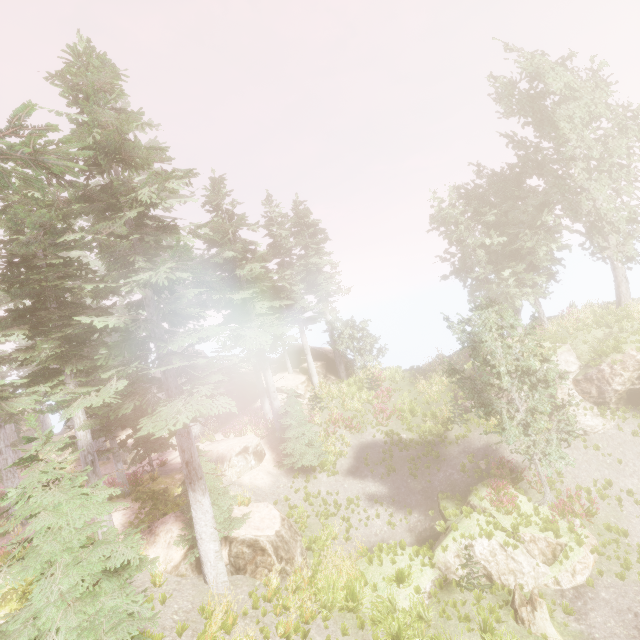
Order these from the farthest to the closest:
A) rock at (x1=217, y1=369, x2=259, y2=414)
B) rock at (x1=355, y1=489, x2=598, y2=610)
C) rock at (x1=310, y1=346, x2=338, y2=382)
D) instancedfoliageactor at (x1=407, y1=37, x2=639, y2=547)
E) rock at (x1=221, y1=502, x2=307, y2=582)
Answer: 1. rock at (x1=310, y1=346, x2=338, y2=382)
2. rock at (x1=217, y1=369, x2=259, y2=414)
3. instancedfoliageactor at (x1=407, y1=37, x2=639, y2=547)
4. rock at (x1=221, y1=502, x2=307, y2=582)
5. rock at (x1=355, y1=489, x2=598, y2=610)

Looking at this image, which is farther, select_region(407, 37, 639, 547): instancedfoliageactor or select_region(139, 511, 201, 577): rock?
select_region(407, 37, 639, 547): instancedfoliageactor

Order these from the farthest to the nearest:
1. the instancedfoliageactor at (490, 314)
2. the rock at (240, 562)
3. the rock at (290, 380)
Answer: the rock at (290, 380), the instancedfoliageactor at (490, 314), the rock at (240, 562)

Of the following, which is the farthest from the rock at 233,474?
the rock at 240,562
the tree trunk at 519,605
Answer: the tree trunk at 519,605

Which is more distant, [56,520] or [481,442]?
[481,442]

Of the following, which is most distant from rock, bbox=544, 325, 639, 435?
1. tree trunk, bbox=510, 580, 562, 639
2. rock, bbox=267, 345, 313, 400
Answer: tree trunk, bbox=510, 580, 562, 639

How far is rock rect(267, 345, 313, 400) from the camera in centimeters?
2661cm
